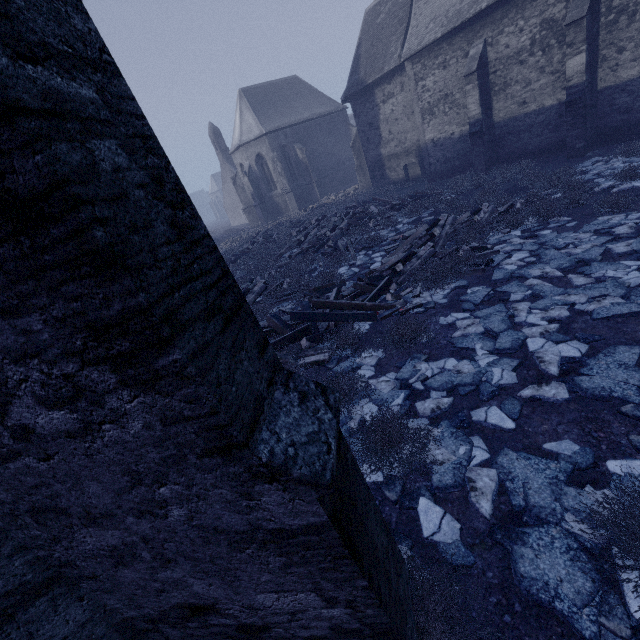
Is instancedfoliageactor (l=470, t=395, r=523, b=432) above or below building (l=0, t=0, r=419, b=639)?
below

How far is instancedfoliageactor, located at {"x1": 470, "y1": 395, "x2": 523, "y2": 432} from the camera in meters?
3.7 m

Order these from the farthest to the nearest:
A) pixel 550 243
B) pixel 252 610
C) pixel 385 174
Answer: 1. pixel 385 174
2. pixel 550 243
3. pixel 252 610

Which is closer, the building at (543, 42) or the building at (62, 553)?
the building at (62, 553)

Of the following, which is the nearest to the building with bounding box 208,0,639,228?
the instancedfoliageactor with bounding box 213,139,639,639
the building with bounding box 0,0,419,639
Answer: the instancedfoliageactor with bounding box 213,139,639,639

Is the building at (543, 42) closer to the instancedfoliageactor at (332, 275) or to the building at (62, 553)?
the instancedfoliageactor at (332, 275)

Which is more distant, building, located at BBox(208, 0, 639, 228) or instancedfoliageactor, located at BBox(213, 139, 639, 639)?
building, located at BBox(208, 0, 639, 228)

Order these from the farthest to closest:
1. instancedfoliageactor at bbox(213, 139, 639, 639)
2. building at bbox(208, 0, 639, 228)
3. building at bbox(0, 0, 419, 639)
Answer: building at bbox(208, 0, 639, 228)
instancedfoliageactor at bbox(213, 139, 639, 639)
building at bbox(0, 0, 419, 639)
